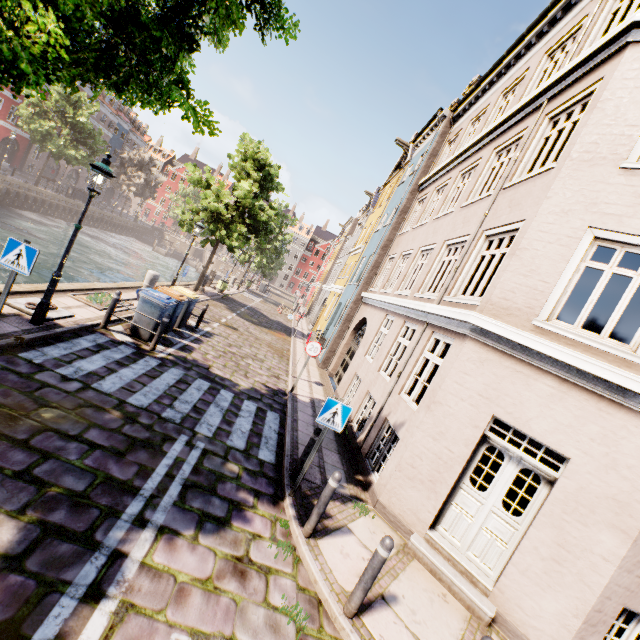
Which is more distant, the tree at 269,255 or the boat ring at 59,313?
the tree at 269,255

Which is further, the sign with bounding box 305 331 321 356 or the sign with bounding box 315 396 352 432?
the sign with bounding box 305 331 321 356

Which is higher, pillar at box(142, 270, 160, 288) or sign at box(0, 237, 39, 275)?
sign at box(0, 237, 39, 275)

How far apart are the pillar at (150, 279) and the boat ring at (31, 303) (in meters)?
5.03

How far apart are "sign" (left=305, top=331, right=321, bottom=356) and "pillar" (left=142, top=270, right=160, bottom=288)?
7.30m

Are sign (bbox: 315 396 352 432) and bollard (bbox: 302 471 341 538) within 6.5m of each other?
yes

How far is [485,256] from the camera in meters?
16.3 m

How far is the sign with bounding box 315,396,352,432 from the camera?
5.4 meters
